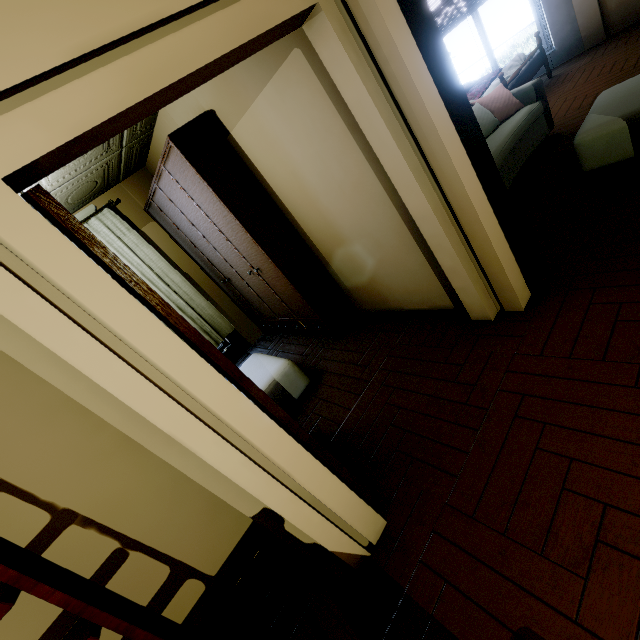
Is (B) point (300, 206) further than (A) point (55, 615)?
Yes

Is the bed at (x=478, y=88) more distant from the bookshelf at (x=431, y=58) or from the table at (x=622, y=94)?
the bookshelf at (x=431, y=58)

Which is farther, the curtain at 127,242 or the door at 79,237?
the curtain at 127,242

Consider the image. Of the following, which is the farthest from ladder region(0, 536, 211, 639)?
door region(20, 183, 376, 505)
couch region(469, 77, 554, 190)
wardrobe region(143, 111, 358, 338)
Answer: couch region(469, 77, 554, 190)

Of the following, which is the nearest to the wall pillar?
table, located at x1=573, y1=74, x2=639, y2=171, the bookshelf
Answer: table, located at x1=573, y1=74, x2=639, y2=171

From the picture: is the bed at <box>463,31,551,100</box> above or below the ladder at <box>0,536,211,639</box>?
below

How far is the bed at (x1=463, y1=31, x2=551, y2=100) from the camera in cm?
502

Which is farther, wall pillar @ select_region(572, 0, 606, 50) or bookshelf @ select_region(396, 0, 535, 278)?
wall pillar @ select_region(572, 0, 606, 50)
